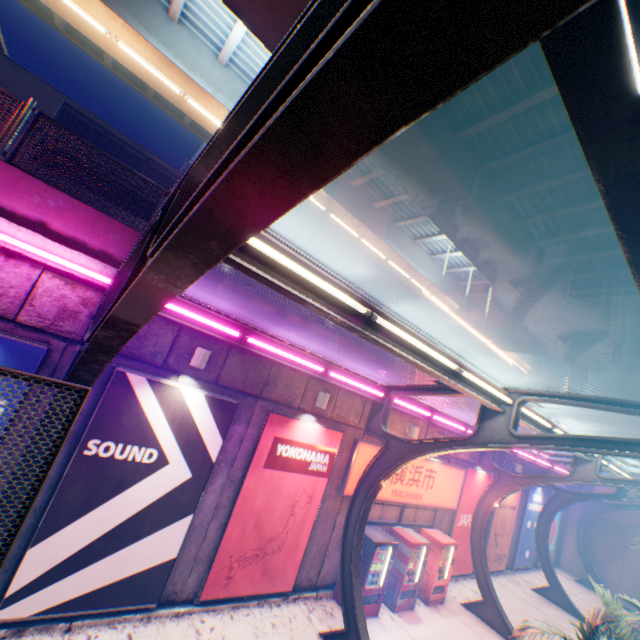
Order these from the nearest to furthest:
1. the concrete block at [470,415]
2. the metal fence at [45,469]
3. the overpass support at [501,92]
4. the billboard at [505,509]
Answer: the metal fence at [45,469] → the overpass support at [501,92] → the concrete block at [470,415] → the billboard at [505,509]

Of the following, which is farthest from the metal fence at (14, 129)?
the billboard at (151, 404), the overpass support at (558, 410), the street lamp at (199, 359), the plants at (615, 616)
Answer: the overpass support at (558, 410)

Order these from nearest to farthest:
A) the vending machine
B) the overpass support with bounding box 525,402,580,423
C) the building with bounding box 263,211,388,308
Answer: the vending machine, the building with bounding box 263,211,388,308, the overpass support with bounding box 525,402,580,423

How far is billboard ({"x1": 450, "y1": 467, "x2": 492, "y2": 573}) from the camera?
13.5m

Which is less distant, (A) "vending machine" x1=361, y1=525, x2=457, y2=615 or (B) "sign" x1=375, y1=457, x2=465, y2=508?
(A) "vending machine" x1=361, y1=525, x2=457, y2=615

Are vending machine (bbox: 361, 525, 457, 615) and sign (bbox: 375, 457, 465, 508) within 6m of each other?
yes

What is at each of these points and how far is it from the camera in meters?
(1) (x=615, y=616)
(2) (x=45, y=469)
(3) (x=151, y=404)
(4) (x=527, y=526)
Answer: (1) plants, 6.6 m
(2) metal fence, 2.5 m
(3) billboard, 6.4 m
(4) billboard, 18.0 m

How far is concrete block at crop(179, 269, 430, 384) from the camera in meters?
A: 7.2
